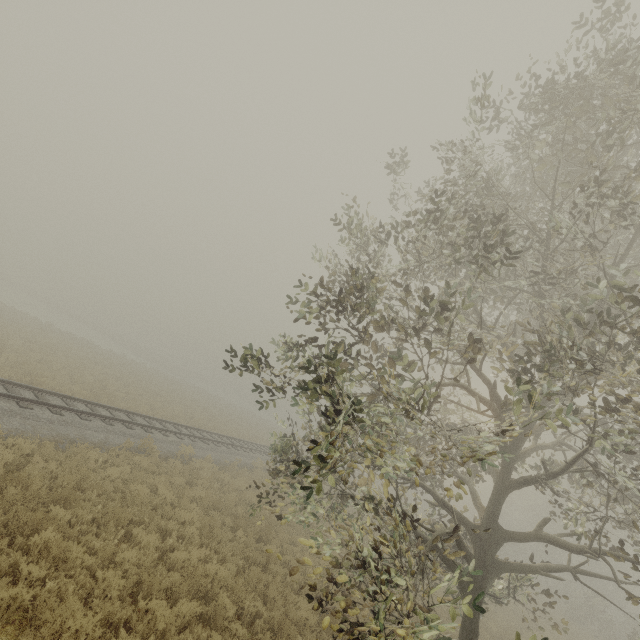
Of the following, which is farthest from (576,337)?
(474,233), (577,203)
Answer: (474,233)
